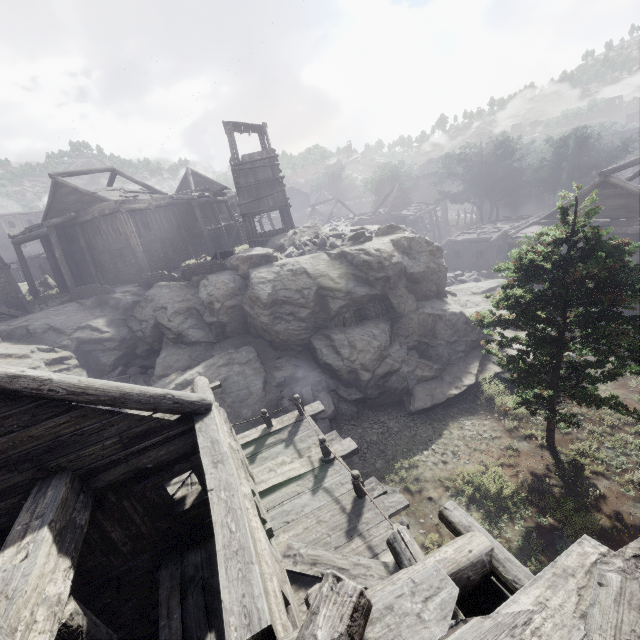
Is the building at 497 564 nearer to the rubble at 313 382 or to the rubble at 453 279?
the rubble at 453 279

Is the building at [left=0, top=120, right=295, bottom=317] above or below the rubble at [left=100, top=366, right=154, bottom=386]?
above

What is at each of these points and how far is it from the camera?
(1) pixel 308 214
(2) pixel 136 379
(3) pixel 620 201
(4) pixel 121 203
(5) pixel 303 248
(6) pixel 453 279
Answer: (1) building, 48.5m
(2) rubble, 18.2m
(3) building, 18.1m
(4) building, 22.9m
(5) rubble, 18.3m
(6) rubble, 26.3m

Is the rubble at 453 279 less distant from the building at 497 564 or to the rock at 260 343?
the rock at 260 343

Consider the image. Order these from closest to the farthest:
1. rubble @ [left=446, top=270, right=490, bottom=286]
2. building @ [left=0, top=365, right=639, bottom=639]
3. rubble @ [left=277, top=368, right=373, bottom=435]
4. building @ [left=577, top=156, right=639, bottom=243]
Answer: building @ [left=0, top=365, right=639, bottom=639] < rubble @ [left=277, top=368, right=373, bottom=435] < building @ [left=577, top=156, right=639, bottom=243] < rubble @ [left=446, top=270, right=490, bottom=286]

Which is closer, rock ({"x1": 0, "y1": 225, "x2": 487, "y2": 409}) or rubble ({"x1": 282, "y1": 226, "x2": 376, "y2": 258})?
rock ({"x1": 0, "y1": 225, "x2": 487, "y2": 409})

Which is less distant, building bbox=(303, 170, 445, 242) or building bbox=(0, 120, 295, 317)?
building bbox=(0, 120, 295, 317)

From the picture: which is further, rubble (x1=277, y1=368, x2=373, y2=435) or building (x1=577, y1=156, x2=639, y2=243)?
building (x1=577, y1=156, x2=639, y2=243)
